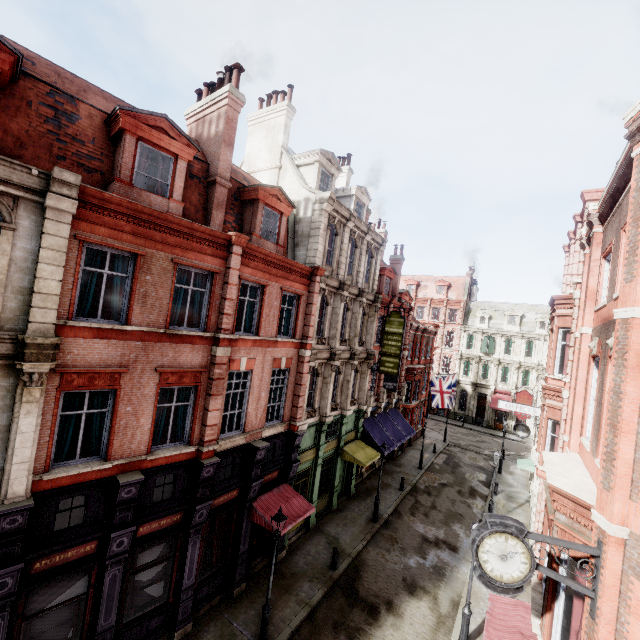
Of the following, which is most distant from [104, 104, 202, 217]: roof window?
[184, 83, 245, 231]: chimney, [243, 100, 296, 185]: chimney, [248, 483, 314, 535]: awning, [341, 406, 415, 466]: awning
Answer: [341, 406, 415, 466]: awning

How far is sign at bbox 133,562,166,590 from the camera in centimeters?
1034cm

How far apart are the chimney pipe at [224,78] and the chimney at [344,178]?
12.5 meters

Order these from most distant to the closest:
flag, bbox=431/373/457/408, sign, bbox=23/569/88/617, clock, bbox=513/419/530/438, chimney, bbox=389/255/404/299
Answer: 1. chimney, bbox=389/255/404/299
2. flag, bbox=431/373/457/408
3. clock, bbox=513/419/530/438
4. sign, bbox=23/569/88/617

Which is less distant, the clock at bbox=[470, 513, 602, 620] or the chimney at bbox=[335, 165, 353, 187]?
the clock at bbox=[470, 513, 602, 620]

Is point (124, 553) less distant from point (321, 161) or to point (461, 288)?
point (321, 161)

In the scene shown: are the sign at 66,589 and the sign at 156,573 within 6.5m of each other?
yes

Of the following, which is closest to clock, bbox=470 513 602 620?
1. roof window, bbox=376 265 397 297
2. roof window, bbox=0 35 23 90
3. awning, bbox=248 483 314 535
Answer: awning, bbox=248 483 314 535
